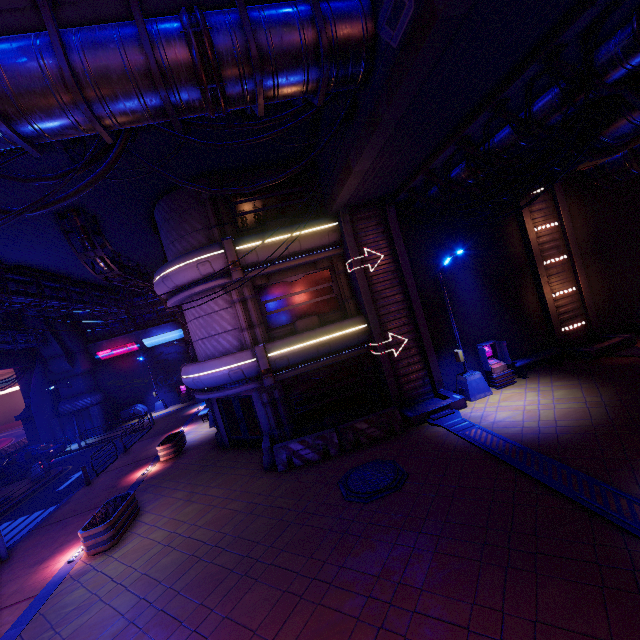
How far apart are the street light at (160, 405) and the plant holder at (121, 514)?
23.6 meters

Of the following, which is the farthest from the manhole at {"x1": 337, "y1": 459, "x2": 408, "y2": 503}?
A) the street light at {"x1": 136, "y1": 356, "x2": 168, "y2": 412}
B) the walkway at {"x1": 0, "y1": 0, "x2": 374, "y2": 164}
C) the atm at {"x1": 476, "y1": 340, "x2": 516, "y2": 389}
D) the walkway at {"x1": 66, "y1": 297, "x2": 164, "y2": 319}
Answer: the street light at {"x1": 136, "y1": 356, "x2": 168, "y2": 412}

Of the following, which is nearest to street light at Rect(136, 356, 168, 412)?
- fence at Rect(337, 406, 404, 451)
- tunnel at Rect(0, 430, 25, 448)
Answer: tunnel at Rect(0, 430, 25, 448)

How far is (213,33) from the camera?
6.4m

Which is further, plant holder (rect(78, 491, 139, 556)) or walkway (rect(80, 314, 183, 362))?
walkway (rect(80, 314, 183, 362))

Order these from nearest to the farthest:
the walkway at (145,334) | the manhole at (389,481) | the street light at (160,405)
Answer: the manhole at (389,481), the walkway at (145,334), the street light at (160,405)

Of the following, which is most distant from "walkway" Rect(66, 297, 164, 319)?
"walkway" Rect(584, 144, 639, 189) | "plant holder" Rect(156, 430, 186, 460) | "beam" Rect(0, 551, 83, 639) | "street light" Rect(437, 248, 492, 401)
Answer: "walkway" Rect(584, 144, 639, 189)

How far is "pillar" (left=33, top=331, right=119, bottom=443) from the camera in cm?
2996
